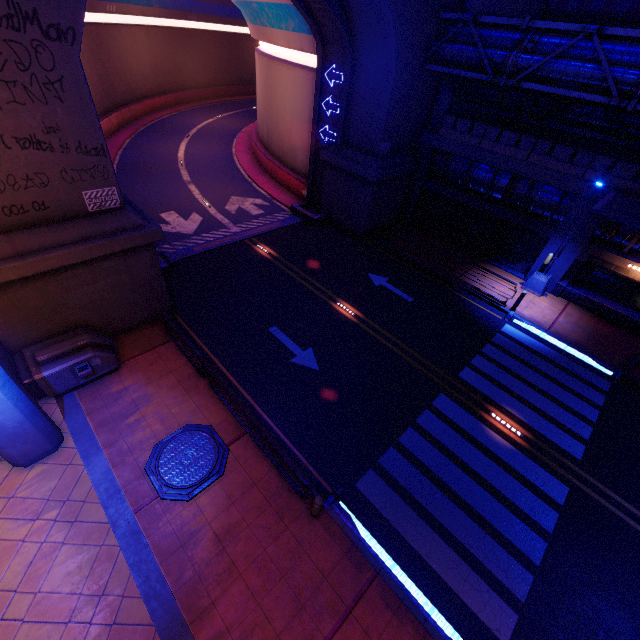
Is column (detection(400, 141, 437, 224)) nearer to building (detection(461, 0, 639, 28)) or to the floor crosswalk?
building (detection(461, 0, 639, 28))

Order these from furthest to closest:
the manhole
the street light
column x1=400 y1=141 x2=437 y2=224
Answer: column x1=400 y1=141 x2=437 y2=224, the street light, the manhole

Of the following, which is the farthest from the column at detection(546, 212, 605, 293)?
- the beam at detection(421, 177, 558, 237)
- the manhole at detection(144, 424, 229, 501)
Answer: the manhole at detection(144, 424, 229, 501)

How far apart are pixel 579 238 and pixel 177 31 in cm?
4988

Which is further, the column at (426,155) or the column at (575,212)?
the column at (426,155)

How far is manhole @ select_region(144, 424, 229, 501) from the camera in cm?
849

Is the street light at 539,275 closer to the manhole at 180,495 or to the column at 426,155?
the column at 426,155

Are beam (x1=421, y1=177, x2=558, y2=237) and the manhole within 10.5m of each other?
no
